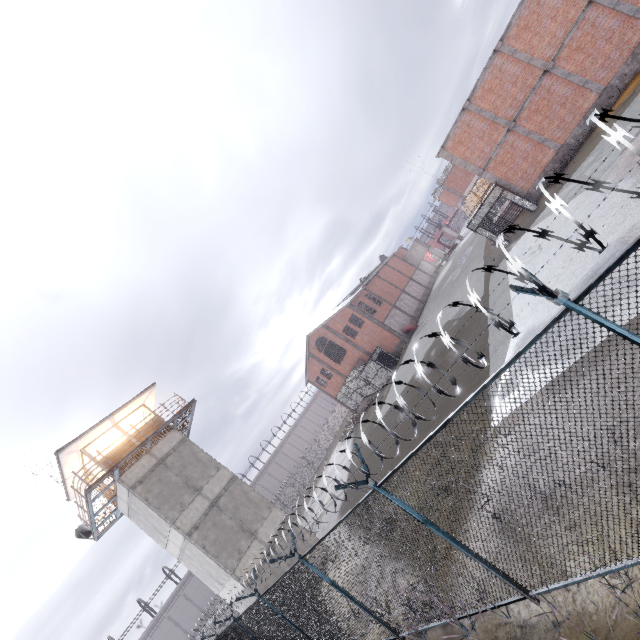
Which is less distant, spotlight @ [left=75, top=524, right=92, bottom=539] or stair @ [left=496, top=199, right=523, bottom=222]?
spotlight @ [left=75, top=524, right=92, bottom=539]

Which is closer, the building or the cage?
the building

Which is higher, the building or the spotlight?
the spotlight

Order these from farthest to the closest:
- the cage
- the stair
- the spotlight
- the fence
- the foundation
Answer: the stair → the cage → the spotlight → the foundation → the fence

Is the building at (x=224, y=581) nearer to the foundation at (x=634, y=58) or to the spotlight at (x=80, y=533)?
the spotlight at (x=80, y=533)

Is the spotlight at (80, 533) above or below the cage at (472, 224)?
above

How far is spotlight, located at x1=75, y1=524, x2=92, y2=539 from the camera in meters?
19.2 m

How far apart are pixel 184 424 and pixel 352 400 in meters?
23.3
